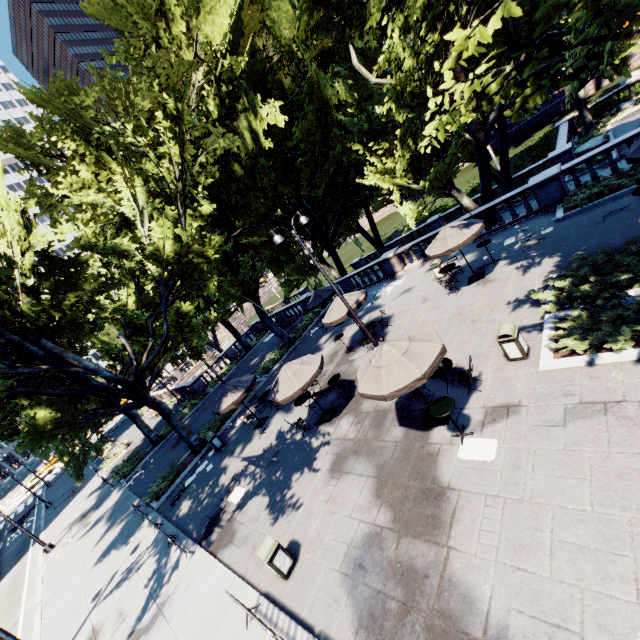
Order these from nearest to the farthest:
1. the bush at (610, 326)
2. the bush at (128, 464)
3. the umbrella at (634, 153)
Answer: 1. the bush at (610, 326)
2. the umbrella at (634, 153)
3. the bush at (128, 464)

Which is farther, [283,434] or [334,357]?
[334,357]

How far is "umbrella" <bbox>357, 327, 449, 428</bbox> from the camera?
8.0m

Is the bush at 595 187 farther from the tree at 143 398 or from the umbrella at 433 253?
the umbrella at 433 253

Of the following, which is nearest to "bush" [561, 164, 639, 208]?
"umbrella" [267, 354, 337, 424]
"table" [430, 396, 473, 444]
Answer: "table" [430, 396, 473, 444]

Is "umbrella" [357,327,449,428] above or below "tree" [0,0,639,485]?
below

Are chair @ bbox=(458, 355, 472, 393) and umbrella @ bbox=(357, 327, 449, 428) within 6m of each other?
yes

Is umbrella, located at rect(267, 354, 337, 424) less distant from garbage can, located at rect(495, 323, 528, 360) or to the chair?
the chair
